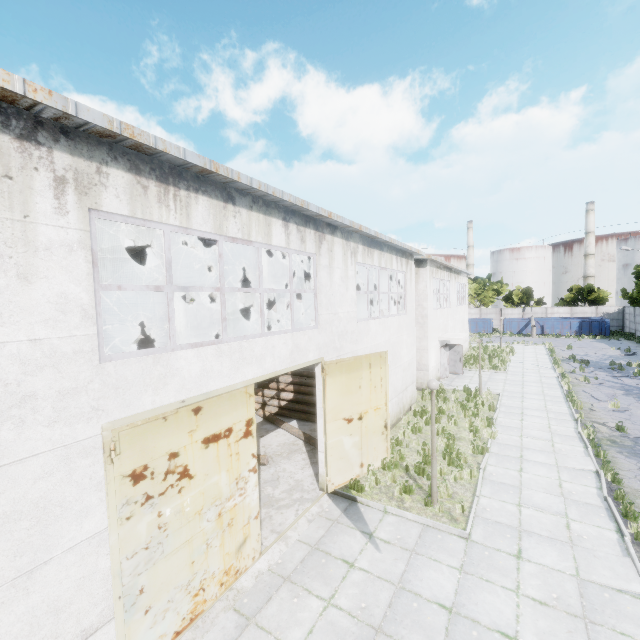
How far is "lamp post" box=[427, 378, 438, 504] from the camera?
8.57m

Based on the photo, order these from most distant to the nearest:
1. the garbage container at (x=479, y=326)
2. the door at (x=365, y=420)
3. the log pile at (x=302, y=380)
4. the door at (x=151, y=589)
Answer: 1. the garbage container at (x=479, y=326)
2. the log pile at (x=302, y=380)
3. the door at (x=365, y=420)
4. the door at (x=151, y=589)

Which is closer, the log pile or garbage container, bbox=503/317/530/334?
the log pile

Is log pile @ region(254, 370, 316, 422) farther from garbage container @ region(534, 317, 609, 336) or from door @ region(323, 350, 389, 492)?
garbage container @ region(534, 317, 609, 336)

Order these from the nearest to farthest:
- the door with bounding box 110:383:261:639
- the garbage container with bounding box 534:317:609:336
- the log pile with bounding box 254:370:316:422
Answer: the door with bounding box 110:383:261:639 < the log pile with bounding box 254:370:316:422 < the garbage container with bounding box 534:317:609:336

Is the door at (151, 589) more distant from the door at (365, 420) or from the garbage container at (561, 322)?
the garbage container at (561, 322)

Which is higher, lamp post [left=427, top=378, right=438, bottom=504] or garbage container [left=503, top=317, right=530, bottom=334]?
lamp post [left=427, top=378, right=438, bottom=504]

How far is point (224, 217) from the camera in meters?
6.2
